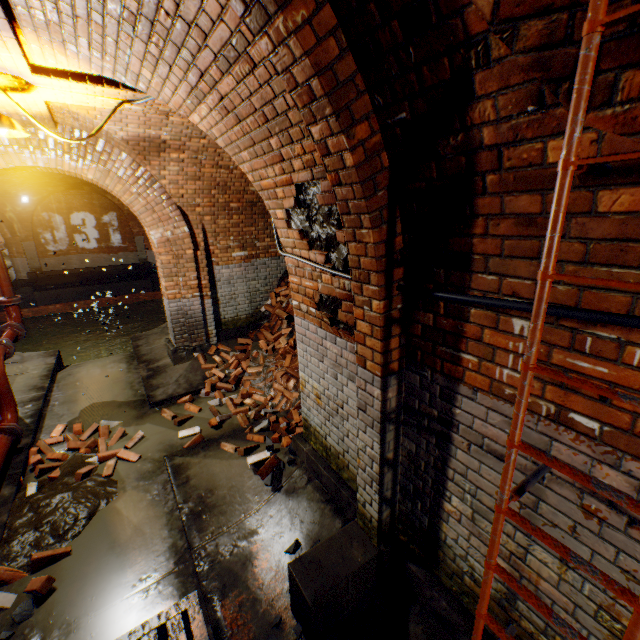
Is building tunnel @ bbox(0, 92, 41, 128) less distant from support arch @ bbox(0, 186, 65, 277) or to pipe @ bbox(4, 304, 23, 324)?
pipe @ bbox(4, 304, 23, 324)

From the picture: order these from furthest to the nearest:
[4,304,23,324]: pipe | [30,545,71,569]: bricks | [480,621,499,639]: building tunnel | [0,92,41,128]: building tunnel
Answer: [4,304,23,324]: pipe < [0,92,41,128]: building tunnel < [30,545,71,569]: bricks < [480,621,499,639]: building tunnel

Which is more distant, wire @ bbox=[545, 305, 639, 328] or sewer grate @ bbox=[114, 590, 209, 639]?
sewer grate @ bbox=[114, 590, 209, 639]

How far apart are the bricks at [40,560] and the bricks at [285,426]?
1.8 meters

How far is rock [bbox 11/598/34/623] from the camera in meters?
2.8

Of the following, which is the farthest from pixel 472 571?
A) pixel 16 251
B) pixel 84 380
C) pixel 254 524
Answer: pixel 16 251

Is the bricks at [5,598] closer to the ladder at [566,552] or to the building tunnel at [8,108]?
the building tunnel at [8,108]

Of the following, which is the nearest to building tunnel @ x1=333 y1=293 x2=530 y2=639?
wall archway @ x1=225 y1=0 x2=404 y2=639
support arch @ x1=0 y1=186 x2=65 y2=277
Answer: wall archway @ x1=225 y1=0 x2=404 y2=639
